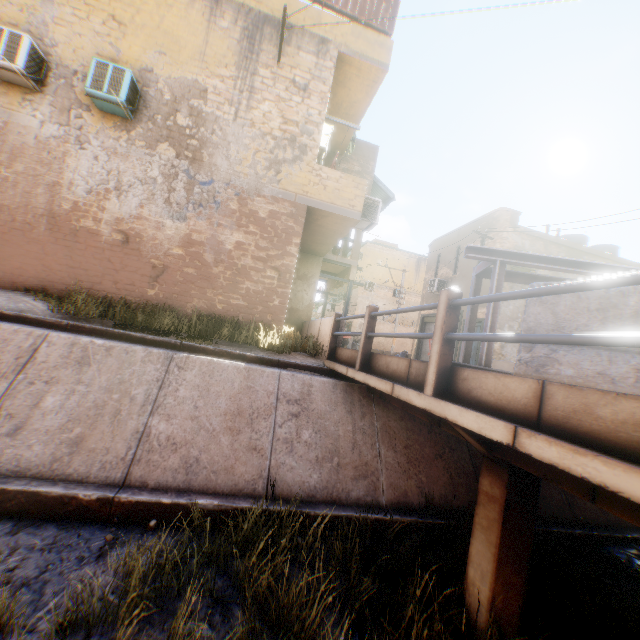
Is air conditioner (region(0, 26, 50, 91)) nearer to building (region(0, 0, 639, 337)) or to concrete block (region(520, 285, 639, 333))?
building (region(0, 0, 639, 337))

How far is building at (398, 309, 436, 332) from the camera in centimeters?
2071cm

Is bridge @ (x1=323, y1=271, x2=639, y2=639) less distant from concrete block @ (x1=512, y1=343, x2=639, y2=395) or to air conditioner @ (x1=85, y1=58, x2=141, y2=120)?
concrete block @ (x1=512, y1=343, x2=639, y2=395)

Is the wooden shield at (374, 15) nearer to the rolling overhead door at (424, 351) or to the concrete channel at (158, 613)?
the rolling overhead door at (424, 351)

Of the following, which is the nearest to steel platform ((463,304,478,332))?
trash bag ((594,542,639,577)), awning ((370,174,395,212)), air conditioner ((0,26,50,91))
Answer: trash bag ((594,542,639,577))

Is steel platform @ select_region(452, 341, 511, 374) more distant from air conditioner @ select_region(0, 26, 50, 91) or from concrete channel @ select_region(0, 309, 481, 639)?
air conditioner @ select_region(0, 26, 50, 91)

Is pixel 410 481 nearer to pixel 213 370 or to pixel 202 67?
pixel 213 370

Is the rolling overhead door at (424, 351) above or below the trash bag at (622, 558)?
above
